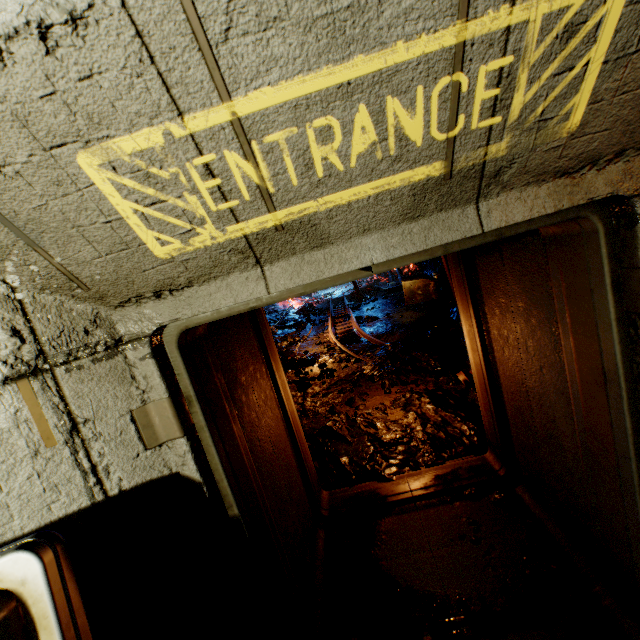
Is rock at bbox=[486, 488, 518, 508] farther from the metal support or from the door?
the metal support

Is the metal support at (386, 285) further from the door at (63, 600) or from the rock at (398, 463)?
the door at (63, 600)

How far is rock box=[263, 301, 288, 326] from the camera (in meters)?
15.82

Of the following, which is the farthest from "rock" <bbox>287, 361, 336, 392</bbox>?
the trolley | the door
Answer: the door

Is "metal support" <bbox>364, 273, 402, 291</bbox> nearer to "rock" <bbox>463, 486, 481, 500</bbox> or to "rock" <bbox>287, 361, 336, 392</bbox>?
"rock" <bbox>287, 361, 336, 392</bbox>

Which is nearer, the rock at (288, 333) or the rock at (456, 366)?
the rock at (456, 366)

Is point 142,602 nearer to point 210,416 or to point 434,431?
A: point 210,416
